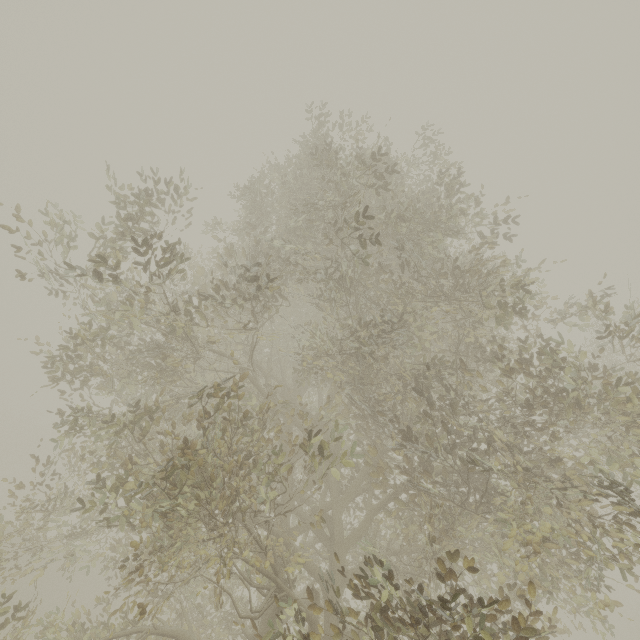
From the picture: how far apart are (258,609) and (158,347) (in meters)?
5.39

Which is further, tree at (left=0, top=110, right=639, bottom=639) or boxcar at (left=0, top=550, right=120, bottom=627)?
boxcar at (left=0, top=550, right=120, bottom=627)

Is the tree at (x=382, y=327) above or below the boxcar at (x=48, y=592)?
above

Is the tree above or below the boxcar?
above

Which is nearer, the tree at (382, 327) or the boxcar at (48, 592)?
the tree at (382, 327)
